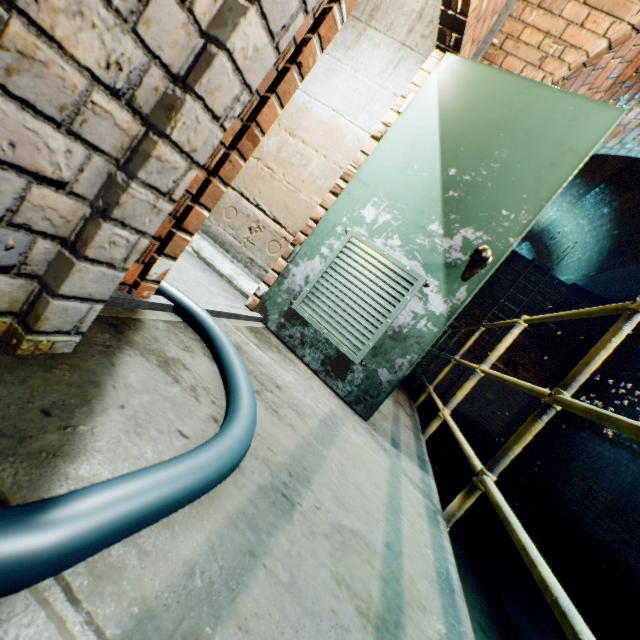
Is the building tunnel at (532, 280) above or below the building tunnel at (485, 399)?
above

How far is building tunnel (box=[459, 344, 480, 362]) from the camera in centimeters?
812cm

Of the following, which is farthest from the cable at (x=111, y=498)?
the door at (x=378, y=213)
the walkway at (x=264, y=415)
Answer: the door at (x=378, y=213)

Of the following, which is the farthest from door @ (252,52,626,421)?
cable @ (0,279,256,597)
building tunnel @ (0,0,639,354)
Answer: cable @ (0,279,256,597)

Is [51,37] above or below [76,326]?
above

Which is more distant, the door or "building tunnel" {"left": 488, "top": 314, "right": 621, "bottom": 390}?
"building tunnel" {"left": 488, "top": 314, "right": 621, "bottom": 390}

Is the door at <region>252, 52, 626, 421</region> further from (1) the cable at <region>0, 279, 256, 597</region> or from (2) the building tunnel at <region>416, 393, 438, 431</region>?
(1) the cable at <region>0, 279, 256, 597</region>

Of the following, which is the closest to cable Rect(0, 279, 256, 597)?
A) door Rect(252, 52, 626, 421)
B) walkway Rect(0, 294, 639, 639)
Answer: walkway Rect(0, 294, 639, 639)
